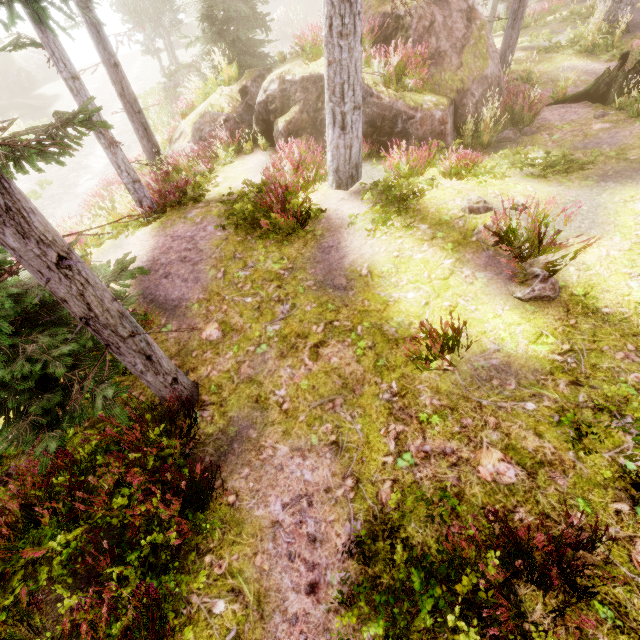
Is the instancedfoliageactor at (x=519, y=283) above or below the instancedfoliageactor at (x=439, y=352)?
above

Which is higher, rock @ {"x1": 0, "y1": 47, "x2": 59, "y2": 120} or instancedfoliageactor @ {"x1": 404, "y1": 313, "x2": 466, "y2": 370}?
instancedfoliageactor @ {"x1": 404, "y1": 313, "x2": 466, "y2": 370}

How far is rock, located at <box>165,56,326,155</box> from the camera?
10.1m

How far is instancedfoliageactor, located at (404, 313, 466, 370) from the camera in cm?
457

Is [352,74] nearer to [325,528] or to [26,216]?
[26,216]

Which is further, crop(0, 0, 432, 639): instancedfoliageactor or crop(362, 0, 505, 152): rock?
crop(362, 0, 505, 152): rock

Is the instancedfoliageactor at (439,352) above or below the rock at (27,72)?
above
